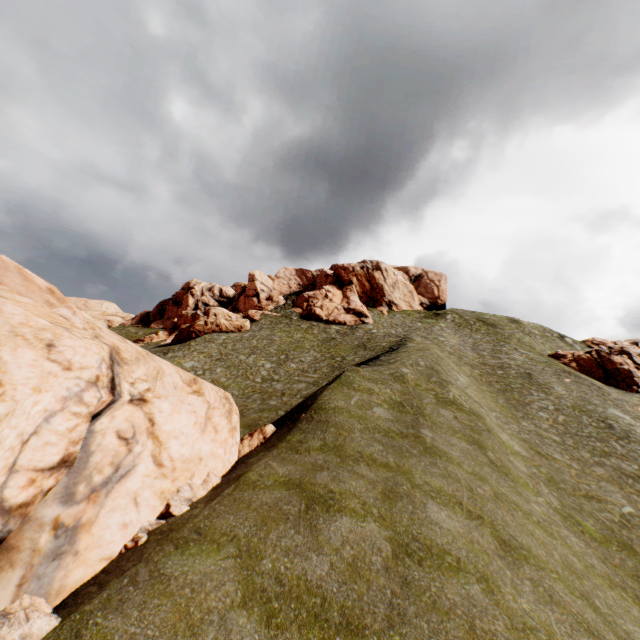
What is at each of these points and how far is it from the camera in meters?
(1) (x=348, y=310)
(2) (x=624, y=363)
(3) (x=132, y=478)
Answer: (1) rock, 57.1 m
(2) rock, 40.2 m
(3) rock, 10.8 m

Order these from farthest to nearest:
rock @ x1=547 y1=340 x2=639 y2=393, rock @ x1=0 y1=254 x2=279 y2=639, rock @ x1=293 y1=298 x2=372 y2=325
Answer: rock @ x1=293 y1=298 x2=372 y2=325
rock @ x1=547 y1=340 x2=639 y2=393
rock @ x1=0 y1=254 x2=279 y2=639

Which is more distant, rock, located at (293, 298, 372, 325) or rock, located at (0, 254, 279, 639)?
rock, located at (293, 298, 372, 325)

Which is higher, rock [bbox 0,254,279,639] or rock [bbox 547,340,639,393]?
rock [bbox 547,340,639,393]

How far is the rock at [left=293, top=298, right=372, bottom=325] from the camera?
55.1m

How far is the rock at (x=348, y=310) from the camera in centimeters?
5510cm

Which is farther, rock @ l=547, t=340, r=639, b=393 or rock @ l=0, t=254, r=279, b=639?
rock @ l=547, t=340, r=639, b=393

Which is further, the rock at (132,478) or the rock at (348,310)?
the rock at (348,310)
